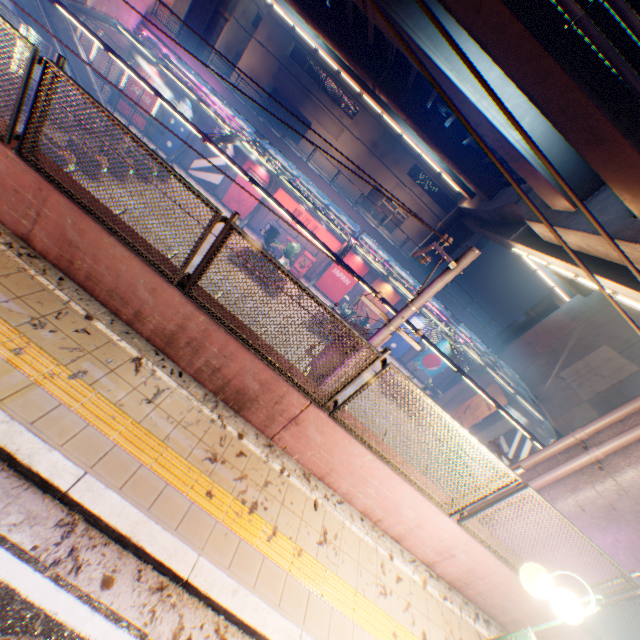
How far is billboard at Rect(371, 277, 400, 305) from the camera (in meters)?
26.84

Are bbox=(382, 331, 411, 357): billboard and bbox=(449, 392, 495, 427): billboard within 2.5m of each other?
no

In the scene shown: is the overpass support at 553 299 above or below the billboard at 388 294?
above

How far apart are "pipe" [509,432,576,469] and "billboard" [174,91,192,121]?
28.76m

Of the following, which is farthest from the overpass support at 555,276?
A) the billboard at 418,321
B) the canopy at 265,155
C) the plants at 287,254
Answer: the plants at 287,254

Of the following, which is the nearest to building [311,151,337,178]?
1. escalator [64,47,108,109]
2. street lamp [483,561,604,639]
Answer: escalator [64,47,108,109]

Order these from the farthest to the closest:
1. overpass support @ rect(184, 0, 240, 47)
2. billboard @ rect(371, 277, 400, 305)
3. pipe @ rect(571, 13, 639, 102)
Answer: overpass support @ rect(184, 0, 240, 47) → billboard @ rect(371, 277, 400, 305) → pipe @ rect(571, 13, 639, 102)

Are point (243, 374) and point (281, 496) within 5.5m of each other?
yes
